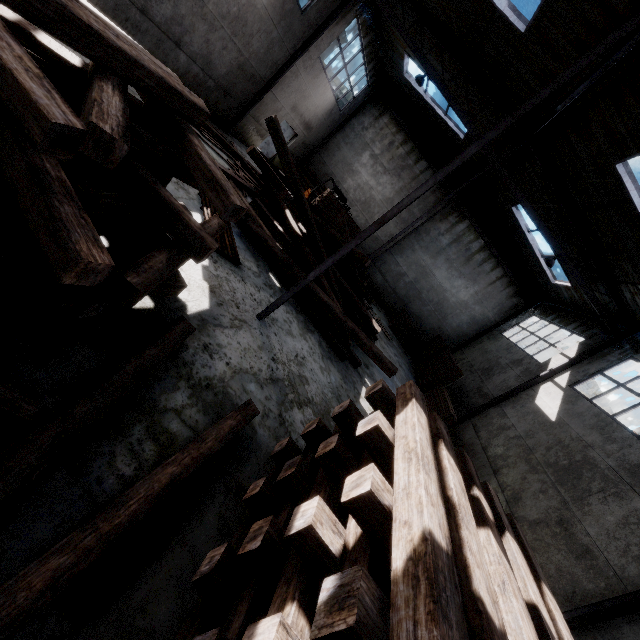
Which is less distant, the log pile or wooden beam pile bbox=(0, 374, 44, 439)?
wooden beam pile bbox=(0, 374, 44, 439)

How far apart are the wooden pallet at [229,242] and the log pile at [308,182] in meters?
11.8

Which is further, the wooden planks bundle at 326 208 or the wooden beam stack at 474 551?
the wooden planks bundle at 326 208

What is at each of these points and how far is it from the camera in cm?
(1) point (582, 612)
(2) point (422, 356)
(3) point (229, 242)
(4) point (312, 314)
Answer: (1) roof support, 577
(2) wooden planks bundle, 1795
(3) wooden pallet, 682
(4) wooden beam pile, 825

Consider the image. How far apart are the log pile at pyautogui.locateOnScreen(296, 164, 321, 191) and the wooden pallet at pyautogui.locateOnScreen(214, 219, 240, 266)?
11.8 meters

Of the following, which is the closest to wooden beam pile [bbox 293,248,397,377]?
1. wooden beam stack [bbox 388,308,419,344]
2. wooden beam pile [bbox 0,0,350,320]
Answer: wooden beam pile [bbox 0,0,350,320]

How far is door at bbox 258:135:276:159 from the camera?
18.3m

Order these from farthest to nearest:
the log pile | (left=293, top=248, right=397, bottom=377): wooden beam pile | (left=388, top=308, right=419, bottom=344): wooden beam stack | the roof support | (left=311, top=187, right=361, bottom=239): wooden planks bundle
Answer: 1. the log pile
2. (left=388, top=308, right=419, bottom=344): wooden beam stack
3. (left=311, top=187, right=361, bottom=239): wooden planks bundle
4. (left=293, top=248, right=397, bottom=377): wooden beam pile
5. the roof support
